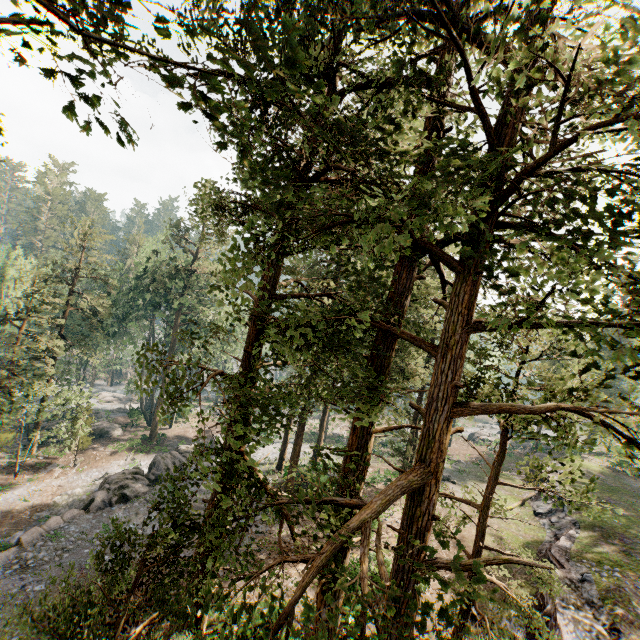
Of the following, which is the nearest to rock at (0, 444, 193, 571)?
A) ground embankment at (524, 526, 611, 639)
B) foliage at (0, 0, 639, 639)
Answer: foliage at (0, 0, 639, 639)

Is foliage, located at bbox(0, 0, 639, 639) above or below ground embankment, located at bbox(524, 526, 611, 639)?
above

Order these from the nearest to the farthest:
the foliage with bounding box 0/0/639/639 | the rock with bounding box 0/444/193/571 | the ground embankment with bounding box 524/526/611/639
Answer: the foliage with bounding box 0/0/639/639 < the ground embankment with bounding box 524/526/611/639 < the rock with bounding box 0/444/193/571

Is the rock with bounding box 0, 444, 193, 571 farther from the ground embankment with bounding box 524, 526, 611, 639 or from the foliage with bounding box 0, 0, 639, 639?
the ground embankment with bounding box 524, 526, 611, 639

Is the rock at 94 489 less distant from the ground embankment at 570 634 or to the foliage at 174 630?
the foliage at 174 630

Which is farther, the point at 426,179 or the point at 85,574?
the point at 85,574
